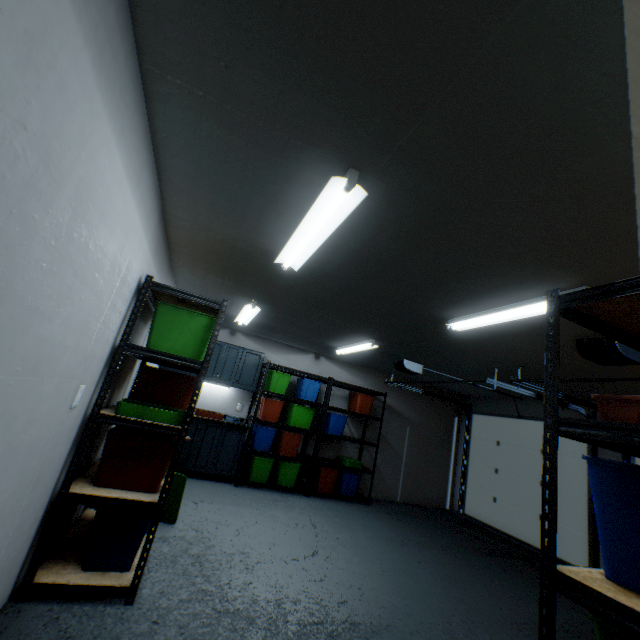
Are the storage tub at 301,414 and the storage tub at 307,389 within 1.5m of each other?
yes

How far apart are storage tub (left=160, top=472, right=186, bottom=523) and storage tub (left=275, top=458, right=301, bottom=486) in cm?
222

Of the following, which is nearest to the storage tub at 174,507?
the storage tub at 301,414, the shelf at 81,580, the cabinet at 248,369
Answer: the shelf at 81,580

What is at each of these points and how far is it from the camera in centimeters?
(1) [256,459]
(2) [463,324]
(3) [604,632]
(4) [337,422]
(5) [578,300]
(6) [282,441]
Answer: (1) storage tub, 513cm
(2) lamp, 295cm
(3) storage tub, 97cm
(4) storage tub, 575cm
(5) shelf, 119cm
(6) storage tub, 534cm

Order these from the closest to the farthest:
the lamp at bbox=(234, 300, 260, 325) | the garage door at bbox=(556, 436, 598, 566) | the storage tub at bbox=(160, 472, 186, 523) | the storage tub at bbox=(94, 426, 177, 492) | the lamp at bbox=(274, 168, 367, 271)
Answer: the lamp at bbox=(274, 168, 367, 271) < the storage tub at bbox=(94, 426, 177, 492) < the storage tub at bbox=(160, 472, 186, 523) < the lamp at bbox=(234, 300, 260, 325) < the garage door at bbox=(556, 436, 598, 566)

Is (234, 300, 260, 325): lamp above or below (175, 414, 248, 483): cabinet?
above

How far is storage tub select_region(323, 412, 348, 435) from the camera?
5.7 meters

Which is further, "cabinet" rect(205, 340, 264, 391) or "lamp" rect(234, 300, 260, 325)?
→ "cabinet" rect(205, 340, 264, 391)
